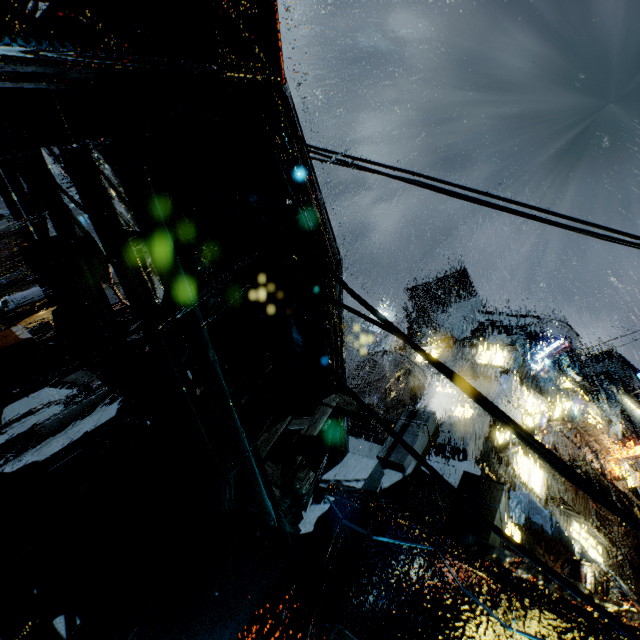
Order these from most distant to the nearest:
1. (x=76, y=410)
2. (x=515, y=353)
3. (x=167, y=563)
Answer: (x=515, y=353)
(x=76, y=410)
(x=167, y=563)

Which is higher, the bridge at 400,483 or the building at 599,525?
the building at 599,525

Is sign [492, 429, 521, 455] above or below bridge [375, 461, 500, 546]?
above

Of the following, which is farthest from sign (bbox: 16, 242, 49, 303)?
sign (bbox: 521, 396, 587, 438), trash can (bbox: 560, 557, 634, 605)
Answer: sign (bbox: 521, 396, 587, 438)

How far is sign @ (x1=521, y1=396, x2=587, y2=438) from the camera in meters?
15.1 m

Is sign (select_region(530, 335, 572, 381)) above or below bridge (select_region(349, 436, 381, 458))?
above

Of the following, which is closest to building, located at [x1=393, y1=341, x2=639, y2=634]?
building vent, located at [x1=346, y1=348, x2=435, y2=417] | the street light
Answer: building vent, located at [x1=346, y1=348, x2=435, y2=417]

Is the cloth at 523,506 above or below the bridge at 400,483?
above
